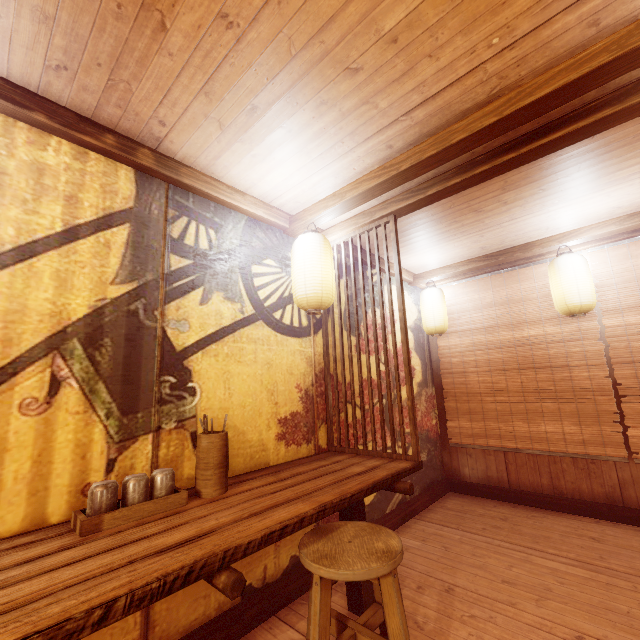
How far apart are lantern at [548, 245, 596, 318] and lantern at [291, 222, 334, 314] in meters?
4.4 m

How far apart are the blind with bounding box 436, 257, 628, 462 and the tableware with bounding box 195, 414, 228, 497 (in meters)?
6.39

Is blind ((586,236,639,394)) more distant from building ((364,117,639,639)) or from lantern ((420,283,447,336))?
lantern ((420,283,447,336))

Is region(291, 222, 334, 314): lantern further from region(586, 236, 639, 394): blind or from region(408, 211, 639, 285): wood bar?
region(408, 211, 639, 285): wood bar

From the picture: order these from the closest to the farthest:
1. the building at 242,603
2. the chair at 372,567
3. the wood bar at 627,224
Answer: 1. the chair at 372,567
2. the building at 242,603
3. the wood bar at 627,224

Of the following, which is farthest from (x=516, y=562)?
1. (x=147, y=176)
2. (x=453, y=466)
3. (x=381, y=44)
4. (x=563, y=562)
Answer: (x=147, y=176)

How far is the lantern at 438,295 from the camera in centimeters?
753cm

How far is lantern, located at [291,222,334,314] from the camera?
4.4 meters
